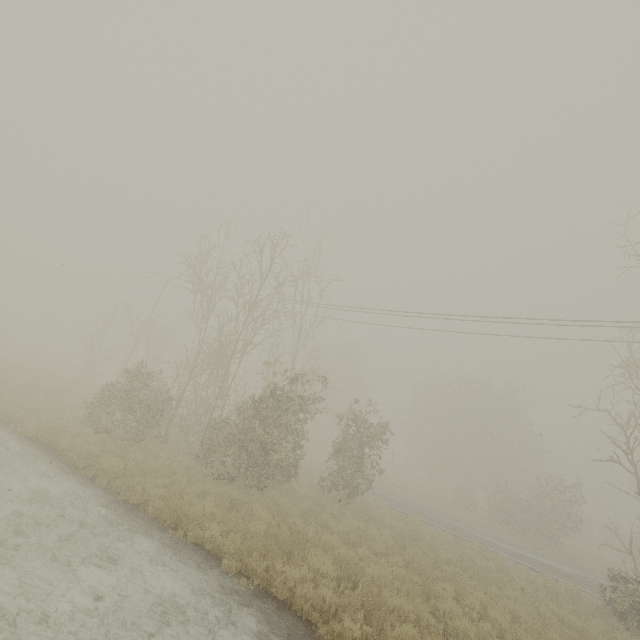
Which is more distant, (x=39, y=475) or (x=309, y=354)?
(x=309, y=354)
